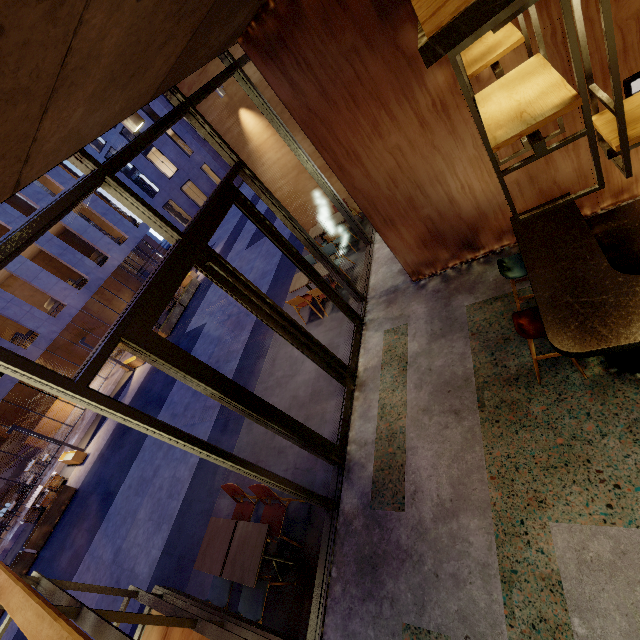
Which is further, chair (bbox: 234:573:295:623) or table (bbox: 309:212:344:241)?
table (bbox: 309:212:344:241)

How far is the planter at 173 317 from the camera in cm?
1695

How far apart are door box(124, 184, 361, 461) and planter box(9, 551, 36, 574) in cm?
1320

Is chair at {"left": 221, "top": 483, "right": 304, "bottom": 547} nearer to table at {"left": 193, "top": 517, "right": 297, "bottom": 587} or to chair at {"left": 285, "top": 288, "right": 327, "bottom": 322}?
table at {"left": 193, "top": 517, "right": 297, "bottom": 587}

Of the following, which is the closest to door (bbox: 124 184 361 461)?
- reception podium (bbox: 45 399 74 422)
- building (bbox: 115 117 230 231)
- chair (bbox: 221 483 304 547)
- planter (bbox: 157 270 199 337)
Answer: chair (bbox: 221 483 304 547)

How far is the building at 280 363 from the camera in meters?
5.7

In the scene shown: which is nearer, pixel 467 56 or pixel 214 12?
pixel 214 12

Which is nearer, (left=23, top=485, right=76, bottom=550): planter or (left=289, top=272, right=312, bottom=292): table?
(left=289, top=272, right=312, bottom=292): table
